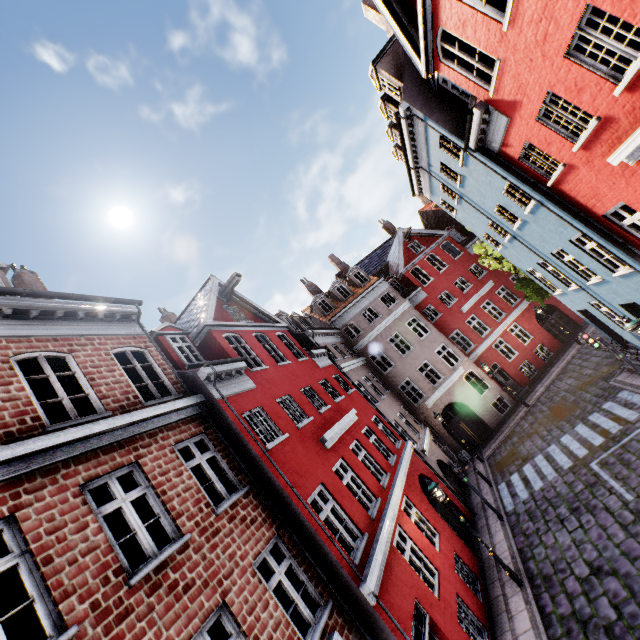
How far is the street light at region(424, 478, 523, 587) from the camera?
10.1 meters

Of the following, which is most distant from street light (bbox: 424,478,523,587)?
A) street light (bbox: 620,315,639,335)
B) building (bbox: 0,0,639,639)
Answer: street light (bbox: 620,315,639,335)

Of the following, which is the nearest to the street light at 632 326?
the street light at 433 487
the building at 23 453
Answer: the building at 23 453

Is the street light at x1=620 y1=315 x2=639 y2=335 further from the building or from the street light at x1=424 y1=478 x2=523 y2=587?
the street light at x1=424 y1=478 x2=523 y2=587

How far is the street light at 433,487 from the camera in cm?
1013

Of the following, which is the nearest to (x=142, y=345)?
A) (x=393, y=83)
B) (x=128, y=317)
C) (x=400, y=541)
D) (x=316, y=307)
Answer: (x=128, y=317)

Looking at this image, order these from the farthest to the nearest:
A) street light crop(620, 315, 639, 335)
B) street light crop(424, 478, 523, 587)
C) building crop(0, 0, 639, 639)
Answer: street light crop(424, 478, 523, 587) → street light crop(620, 315, 639, 335) → building crop(0, 0, 639, 639)
